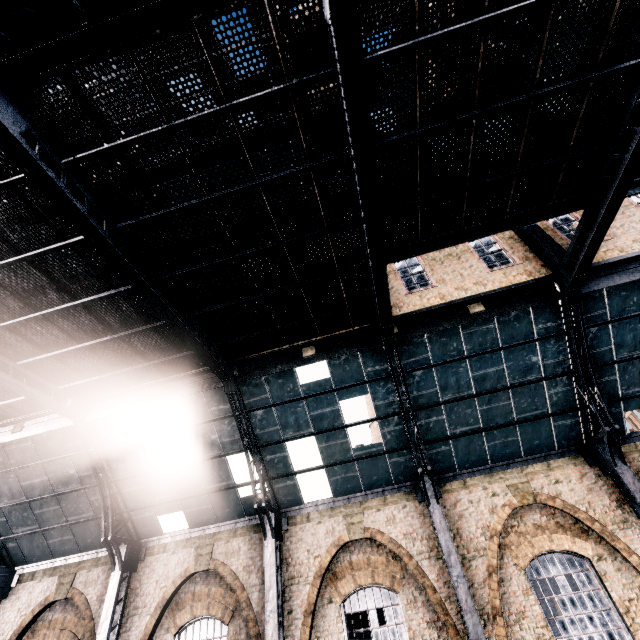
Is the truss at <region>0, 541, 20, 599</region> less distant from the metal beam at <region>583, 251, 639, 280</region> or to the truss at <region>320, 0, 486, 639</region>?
the truss at <region>320, 0, 486, 639</region>

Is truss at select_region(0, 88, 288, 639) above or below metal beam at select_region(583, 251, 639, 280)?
below

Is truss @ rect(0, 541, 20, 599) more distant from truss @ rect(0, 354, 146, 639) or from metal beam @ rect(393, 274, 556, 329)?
metal beam @ rect(393, 274, 556, 329)

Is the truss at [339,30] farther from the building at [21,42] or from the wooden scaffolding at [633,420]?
the wooden scaffolding at [633,420]

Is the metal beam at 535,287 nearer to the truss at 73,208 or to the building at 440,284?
the building at 440,284

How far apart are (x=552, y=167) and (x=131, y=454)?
16.56m

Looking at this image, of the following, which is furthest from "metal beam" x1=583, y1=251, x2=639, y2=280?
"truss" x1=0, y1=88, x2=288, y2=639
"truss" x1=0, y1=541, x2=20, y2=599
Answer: "truss" x1=0, y1=541, x2=20, y2=599

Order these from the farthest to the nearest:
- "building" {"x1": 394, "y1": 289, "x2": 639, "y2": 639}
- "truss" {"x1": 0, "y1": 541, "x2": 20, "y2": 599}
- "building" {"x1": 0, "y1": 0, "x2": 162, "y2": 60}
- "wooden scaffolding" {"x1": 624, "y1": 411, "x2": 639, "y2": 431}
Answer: "wooden scaffolding" {"x1": 624, "y1": 411, "x2": 639, "y2": 431} < "truss" {"x1": 0, "y1": 541, "x2": 20, "y2": 599} < "building" {"x1": 394, "y1": 289, "x2": 639, "y2": 639} < "building" {"x1": 0, "y1": 0, "x2": 162, "y2": 60}
